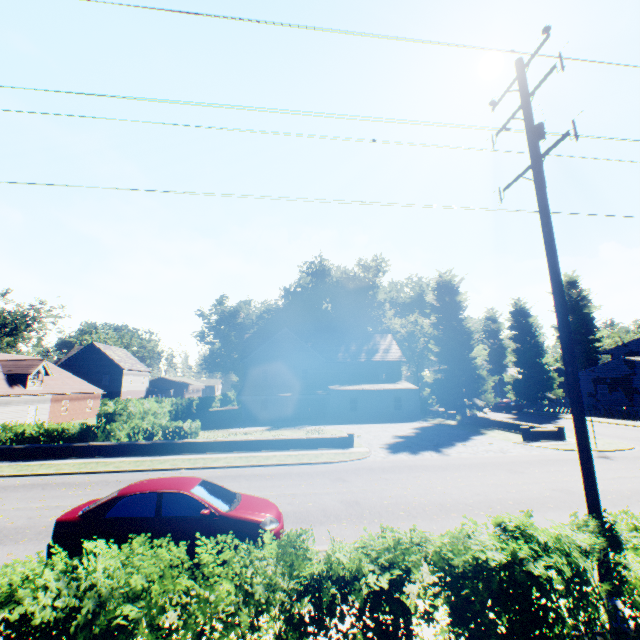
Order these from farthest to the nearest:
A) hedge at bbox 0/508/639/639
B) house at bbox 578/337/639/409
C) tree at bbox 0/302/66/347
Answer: tree at bbox 0/302/66/347
house at bbox 578/337/639/409
hedge at bbox 0/508/639/639

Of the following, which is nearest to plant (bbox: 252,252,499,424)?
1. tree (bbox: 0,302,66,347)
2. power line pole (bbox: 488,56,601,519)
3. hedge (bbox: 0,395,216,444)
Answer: tree (bbox: 0,302,66,347)

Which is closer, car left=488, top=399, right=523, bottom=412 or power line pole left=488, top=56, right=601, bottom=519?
power line pole left=488, top=56, right=601, bottom=519

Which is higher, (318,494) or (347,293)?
(347,293)

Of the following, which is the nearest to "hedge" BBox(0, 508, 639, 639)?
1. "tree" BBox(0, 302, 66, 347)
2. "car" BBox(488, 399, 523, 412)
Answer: "tree" BBox(0, 302, 66, 347)

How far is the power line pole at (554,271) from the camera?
6.27m

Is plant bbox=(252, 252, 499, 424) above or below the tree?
below

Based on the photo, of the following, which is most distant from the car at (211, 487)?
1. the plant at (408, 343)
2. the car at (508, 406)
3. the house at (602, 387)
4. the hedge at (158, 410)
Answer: the house at (602, 387)
